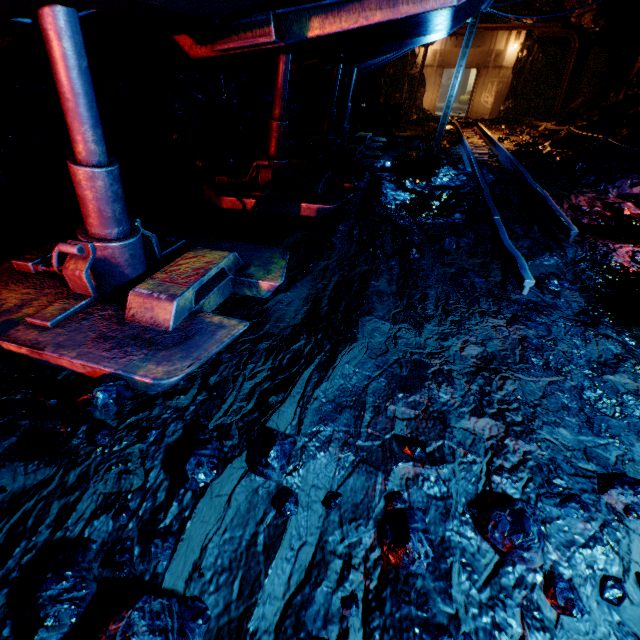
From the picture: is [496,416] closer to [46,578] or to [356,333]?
[356,333]

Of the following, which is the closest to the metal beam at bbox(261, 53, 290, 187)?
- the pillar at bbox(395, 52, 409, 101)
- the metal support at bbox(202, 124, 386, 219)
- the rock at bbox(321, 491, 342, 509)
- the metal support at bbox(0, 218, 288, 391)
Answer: the metal support at bbox(202, 124, 386, 219)

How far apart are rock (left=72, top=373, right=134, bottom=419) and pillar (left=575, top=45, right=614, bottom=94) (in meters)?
21.63

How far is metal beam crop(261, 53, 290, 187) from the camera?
3.9m

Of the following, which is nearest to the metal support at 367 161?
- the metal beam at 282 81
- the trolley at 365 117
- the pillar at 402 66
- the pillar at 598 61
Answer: the metal beam at 282 81

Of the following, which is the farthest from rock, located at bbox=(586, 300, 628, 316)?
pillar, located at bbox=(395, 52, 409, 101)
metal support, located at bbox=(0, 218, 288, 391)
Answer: metal support, located at bbox=(0, 218, 288, 391)

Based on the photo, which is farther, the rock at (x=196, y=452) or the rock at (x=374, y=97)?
the rock at (x=374, y=97)
